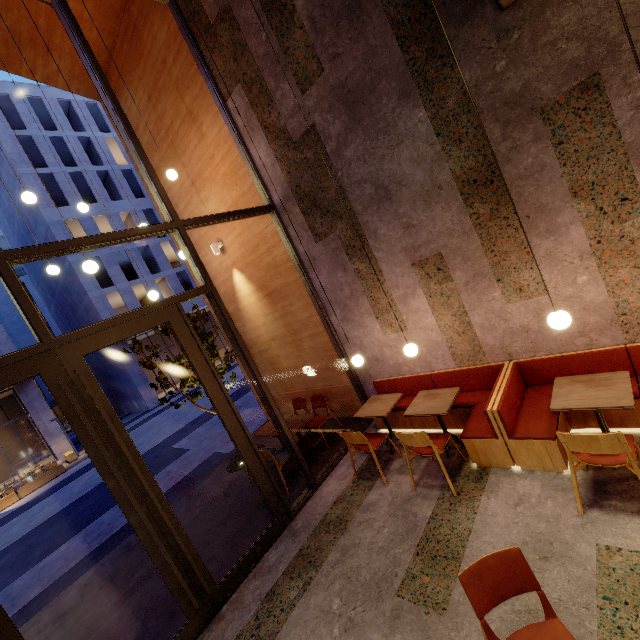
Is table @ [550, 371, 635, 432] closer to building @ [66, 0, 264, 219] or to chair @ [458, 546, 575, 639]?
building @ [66, 0, 264, 219]

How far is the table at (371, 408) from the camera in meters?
4.9

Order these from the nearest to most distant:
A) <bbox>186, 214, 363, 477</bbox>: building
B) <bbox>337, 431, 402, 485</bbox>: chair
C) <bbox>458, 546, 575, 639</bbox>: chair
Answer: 1. <bbox>458, 546, 575, 639</bbox>: chair
2. <bbox>337, 431, 402, 485</bbox>: chair
3. <bbox>186, 214, 363, 477</bbox>: building

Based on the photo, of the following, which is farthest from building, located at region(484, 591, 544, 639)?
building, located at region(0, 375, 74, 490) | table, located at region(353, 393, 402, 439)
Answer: building, located at region(0, 375, 74, 490)

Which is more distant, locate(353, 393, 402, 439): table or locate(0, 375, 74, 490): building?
locate(0, 375, 74, 490): building

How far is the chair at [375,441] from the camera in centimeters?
452cm

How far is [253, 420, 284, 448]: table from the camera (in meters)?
6.07

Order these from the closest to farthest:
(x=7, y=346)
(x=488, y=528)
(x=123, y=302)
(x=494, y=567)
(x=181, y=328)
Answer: (x=494, y=567) → (x=488, y=528) → (x=181, y=328) → (x=7, y=346) → (x=123, y=302)
